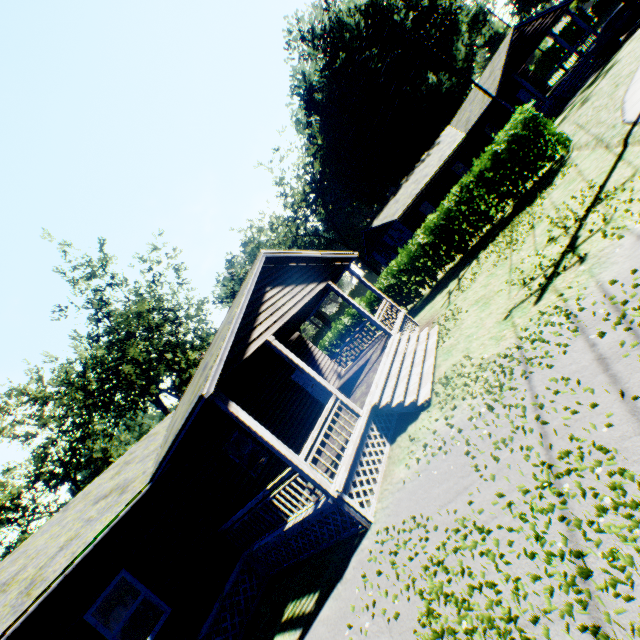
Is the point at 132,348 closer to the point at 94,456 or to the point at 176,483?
the point at 176,483

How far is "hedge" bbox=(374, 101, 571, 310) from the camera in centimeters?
1391cm

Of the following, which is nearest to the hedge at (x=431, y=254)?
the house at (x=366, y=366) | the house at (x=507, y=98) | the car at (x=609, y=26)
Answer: the house at (x=366, y=366)

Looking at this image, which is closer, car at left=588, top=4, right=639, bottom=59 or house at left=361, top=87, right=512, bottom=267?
car at left=588, top=4, right=639, bottom=59

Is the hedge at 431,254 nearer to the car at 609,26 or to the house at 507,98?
the house at 507,98

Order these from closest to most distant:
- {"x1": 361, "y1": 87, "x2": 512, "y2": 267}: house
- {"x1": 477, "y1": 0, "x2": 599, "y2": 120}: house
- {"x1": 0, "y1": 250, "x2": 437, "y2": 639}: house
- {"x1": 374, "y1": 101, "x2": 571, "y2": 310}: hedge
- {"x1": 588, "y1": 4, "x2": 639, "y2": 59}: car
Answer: {"x1": 0, "y1": 250, "x2": 437, "y2": 639}: house, {"x1": 374, "y1": 101, "x2": 571, "y2": 310}: hedge, {"x1": 588, "y1": 4, "x2": 639, "y2": 59}: car, {"x1": 477, "y1": 0, "x2": 599, "y2": 120}: house, {"x1": 361, "y1": 87, "x2": 512, "y2": 267}: house

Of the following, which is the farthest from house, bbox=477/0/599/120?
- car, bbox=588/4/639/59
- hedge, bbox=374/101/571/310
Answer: hedge, bbox=374/101/571/310

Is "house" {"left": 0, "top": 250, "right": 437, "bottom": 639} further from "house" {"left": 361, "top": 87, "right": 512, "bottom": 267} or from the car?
the car
